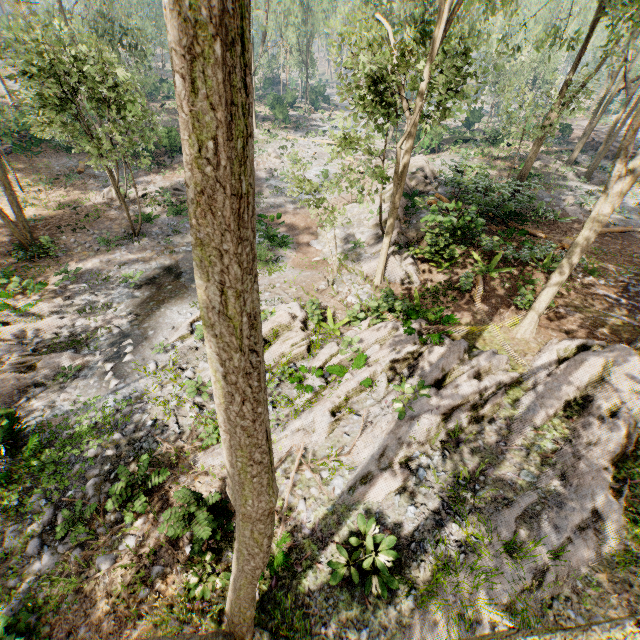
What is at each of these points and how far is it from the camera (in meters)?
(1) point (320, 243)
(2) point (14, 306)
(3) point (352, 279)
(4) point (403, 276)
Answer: (1) rock, 20.28
(2) foliage, 13.67
(3) rock, 15.59
(4) rock, 14.34

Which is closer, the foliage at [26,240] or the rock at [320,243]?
the foliage at [26,240]

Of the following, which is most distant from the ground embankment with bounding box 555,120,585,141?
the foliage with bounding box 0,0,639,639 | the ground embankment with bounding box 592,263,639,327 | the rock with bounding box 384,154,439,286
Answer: the ground embankment with bounding box 592,263,639,327

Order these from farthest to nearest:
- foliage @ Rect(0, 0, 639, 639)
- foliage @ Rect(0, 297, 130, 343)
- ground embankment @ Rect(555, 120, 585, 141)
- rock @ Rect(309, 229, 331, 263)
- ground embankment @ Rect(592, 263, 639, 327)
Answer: ground embankment @ Rect(555, 120, 585, 141), rock @ Rect(309, 229, 331, 263), foliage @ Rect(0, 297, 130, 343), ground embankment @ Rect(592, 263, 639, 327), foliage @ Rect(0, 0, 639, 639)

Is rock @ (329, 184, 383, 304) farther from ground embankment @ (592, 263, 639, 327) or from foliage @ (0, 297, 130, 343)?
ground embankment @ (592, 263, 639, 327)

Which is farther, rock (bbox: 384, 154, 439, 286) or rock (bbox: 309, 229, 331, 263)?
rock (bbox: 309, 229, 331, 263)

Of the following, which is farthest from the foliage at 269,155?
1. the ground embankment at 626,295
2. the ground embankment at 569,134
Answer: the ground embankment at 569,134
